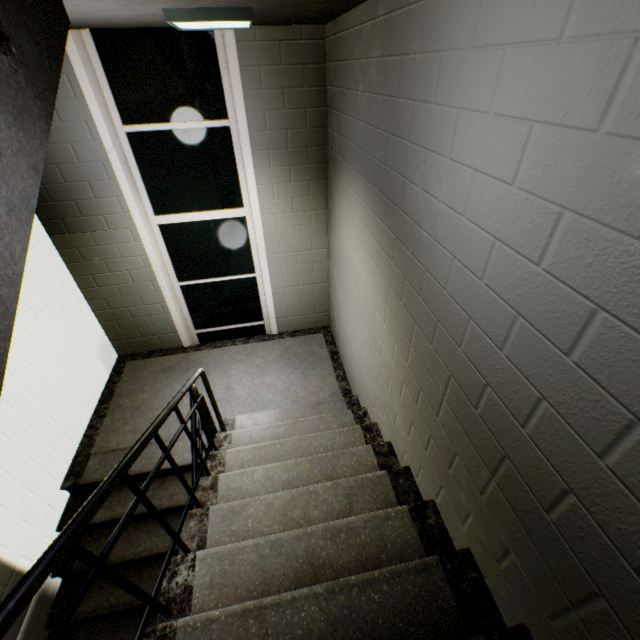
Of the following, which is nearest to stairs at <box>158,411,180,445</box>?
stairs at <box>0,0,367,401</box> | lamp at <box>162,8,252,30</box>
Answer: stairs at <box>0,0,367,401</box>

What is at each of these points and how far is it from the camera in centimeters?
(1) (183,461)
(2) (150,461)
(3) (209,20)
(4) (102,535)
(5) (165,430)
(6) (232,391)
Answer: (1) stairs, 321cm
(2) stairs, 321cm
(3) lamp, 191cm
(4) stairs, 302cm
(5) stairs, 349cm
(6) stairs, 389cm

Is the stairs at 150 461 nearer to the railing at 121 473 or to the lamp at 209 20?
the railing at 121 473

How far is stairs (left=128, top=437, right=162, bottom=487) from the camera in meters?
3.1 m

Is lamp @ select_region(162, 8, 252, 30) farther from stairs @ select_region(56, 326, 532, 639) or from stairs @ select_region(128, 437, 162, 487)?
stairs @ select_region(128, 437, 162, 487)

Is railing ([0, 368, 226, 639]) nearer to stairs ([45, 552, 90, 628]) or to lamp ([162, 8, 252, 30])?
stairs ([45, 552, 90, 628])

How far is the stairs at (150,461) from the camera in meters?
3.1 m

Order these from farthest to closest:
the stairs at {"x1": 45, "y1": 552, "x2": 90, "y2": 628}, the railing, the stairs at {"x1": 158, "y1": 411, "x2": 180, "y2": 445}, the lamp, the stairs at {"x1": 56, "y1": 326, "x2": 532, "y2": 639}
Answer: the stairs at {"x1": 158, "y1": 411, "x2": 180, "y2": 445}
the stairs at {"x1": 45, "y1": 552, "x2": 90, "y2": 628}
the lamp
the stairs at {"x1": 56, "y1": 326, "x2": 532, "y2": 639}
the railing
